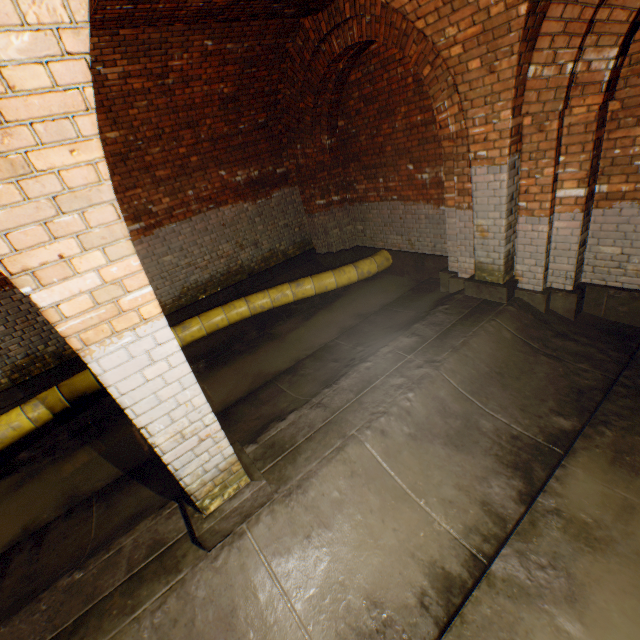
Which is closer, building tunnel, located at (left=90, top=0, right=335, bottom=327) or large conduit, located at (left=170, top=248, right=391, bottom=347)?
building tunnel, located at (left=90, top=0, right=335, bottom=327)

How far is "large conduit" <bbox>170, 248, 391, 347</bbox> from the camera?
6.08m

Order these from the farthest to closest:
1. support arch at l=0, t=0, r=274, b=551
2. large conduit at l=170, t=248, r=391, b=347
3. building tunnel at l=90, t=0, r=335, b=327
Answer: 1. large conduit at l=170, t=248, r=391, b=347
2. building tunnel at l=90, t=0, r=335, b=327
3. support arch at l=0, t=0, r=274, b=551

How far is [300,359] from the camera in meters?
5.4 m

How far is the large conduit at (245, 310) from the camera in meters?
6.1 m

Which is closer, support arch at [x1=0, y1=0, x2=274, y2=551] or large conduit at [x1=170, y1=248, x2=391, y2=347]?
support arch at [x1=0, y1=0, x2=274, y2=551]

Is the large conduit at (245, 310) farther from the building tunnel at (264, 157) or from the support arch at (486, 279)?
the support arch at (486, 279)

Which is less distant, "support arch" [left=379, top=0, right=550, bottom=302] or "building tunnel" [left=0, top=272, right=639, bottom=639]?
"building tunnel" [left=0, top=272, right=639, bottom=639]
